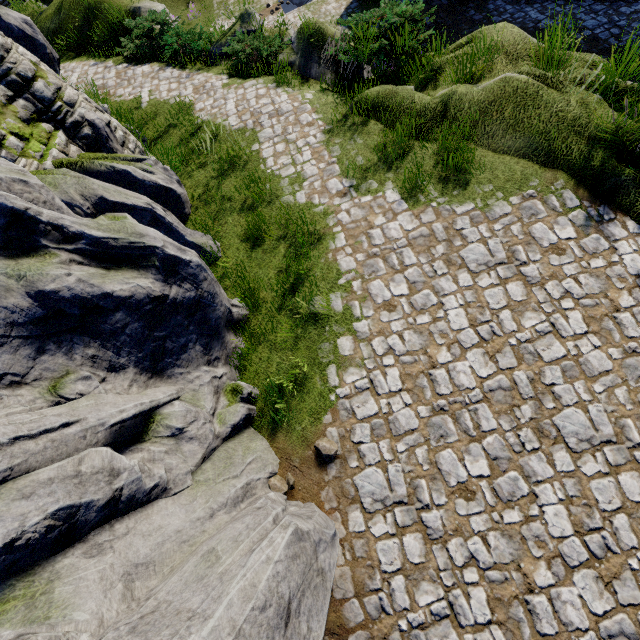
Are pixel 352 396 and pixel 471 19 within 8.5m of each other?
no

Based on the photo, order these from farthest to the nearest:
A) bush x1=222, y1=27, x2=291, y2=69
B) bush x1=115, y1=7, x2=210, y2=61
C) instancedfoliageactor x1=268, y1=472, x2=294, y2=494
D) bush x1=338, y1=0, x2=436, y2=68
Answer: bush x1=115, y1=7, x2=210, y2=61
bush x1=222, y1=27, x2=291, y2=69
bush x1=338, y1=0, x2=436, y2=68
instancedfoliageactor x1=268, y1=472, x2=294, y2=494

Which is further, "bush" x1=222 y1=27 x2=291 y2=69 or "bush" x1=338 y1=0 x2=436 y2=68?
"bush" x1=222 y1=27 x2=291 y2=69

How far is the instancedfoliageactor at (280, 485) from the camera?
4.24m

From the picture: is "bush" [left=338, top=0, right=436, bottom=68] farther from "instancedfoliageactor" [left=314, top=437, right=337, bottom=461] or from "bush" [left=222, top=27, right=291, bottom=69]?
"instancedfoliageactor" [left=314, top=437, right=337, bottom=461]

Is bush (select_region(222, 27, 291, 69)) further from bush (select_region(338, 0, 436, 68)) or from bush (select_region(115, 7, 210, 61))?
bush (select_region(338, 0, 436, 68))

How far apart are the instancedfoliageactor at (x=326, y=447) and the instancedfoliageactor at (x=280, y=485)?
0.5 meters

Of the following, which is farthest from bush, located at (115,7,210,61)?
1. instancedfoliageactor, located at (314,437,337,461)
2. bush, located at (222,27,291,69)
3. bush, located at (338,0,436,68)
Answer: instancedfoliageactor, located at (314,437,337,461)
